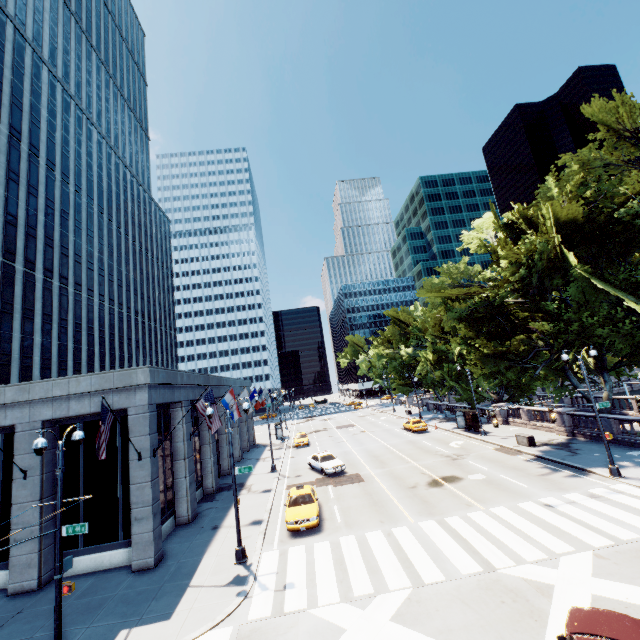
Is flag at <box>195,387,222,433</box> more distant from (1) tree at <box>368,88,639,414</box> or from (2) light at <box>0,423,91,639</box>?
(1) tree at <box>368,88,639,414</box>

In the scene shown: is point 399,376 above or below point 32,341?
below

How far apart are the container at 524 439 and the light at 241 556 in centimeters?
2301cm

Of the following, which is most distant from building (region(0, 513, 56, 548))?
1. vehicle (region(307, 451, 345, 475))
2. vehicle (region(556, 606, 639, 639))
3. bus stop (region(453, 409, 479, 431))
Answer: bus stop (region(453, 409, 479, 431))

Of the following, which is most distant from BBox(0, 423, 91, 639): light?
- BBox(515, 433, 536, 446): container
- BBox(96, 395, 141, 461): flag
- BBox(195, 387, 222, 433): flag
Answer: BBox(515, 433, 536, 446): container

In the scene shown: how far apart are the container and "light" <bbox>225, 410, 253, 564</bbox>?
23.0 meters

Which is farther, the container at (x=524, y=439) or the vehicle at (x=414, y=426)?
the vehicle at (x=414, y=426)

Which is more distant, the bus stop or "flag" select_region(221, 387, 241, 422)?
the bus stop
